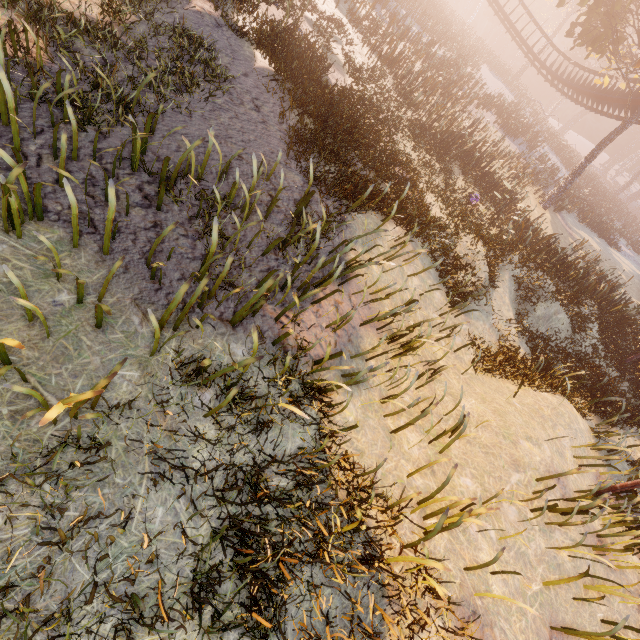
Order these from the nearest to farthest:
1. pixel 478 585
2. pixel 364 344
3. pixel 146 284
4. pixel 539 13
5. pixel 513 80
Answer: pixel 146 284 → pixel 478 585 → pixel 364 344 → pixel 513 80 → pixel 539 13

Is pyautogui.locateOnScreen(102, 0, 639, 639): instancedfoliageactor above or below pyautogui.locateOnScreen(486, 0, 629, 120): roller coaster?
below

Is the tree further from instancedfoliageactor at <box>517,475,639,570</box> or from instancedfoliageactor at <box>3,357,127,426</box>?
instancedfoliageactor at <box>517,475,639,570</box>

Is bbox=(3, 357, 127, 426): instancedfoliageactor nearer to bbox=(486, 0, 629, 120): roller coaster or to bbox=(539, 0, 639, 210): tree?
bbox=(486, 0, 629, 120): roller coaster

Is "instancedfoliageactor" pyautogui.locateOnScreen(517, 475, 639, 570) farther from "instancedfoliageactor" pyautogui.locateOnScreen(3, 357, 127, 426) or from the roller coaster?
"instancedfoliageactor" pyautogui.locateOnScreen(3, 357, 127, 426)

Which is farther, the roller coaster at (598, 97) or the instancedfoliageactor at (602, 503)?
the roller coaster at (598, 97)

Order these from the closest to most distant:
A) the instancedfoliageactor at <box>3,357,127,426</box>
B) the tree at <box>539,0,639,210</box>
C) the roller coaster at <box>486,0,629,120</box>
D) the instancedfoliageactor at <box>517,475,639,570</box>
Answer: the instancedfoliageactor at <box>3,357,127,426</box>, the instancedfoliageactor at <box>517,475,639,570</box>, the tree at <box>539,0,639,210</box>, the roller coaster at <box>486,0,629,120</box>

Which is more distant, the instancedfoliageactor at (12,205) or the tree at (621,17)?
the tree at (621,17)
